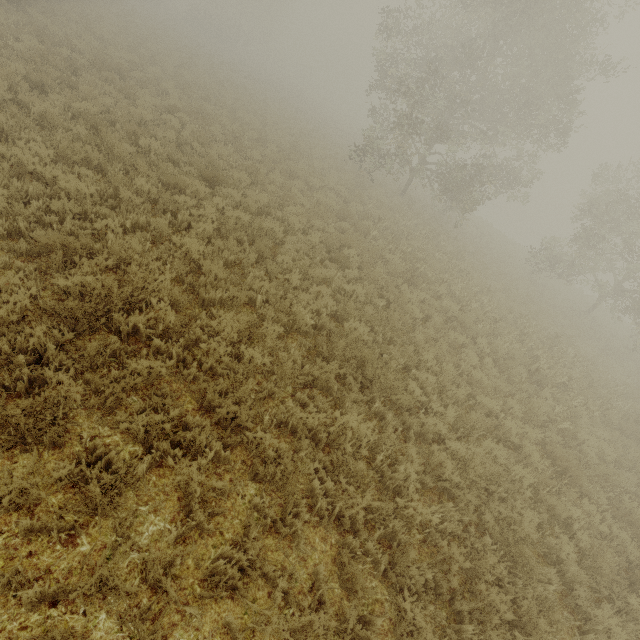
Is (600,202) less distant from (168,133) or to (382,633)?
(168,133)

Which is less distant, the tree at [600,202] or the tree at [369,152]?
the tree at [369,152]

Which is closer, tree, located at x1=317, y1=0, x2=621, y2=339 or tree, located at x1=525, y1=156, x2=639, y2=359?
tree, located at x1=317, y1=0, x2=621, y2=339
